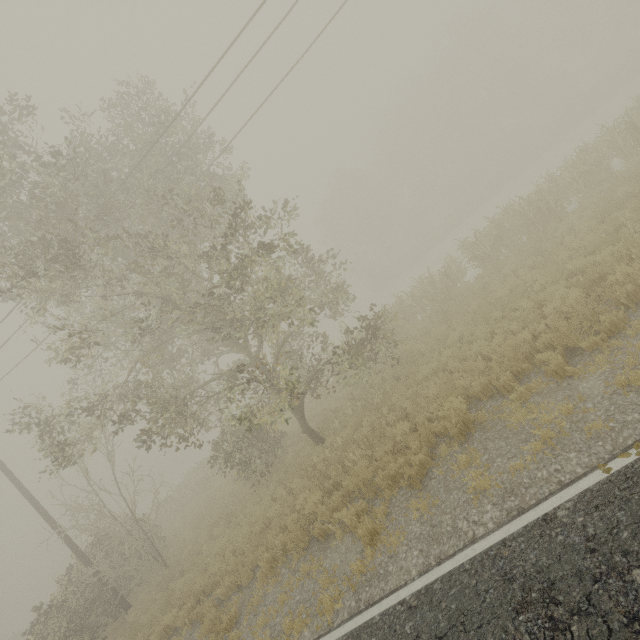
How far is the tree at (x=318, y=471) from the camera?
9.7 meters

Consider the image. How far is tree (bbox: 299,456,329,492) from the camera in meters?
9.7 m

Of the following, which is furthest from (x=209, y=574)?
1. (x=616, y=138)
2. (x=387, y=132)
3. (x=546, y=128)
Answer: (x=387, y=132)

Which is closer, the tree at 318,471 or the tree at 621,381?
the tree at 621,381

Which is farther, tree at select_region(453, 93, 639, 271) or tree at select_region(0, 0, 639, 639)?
tree at select_region(453, 93, 639, 271)

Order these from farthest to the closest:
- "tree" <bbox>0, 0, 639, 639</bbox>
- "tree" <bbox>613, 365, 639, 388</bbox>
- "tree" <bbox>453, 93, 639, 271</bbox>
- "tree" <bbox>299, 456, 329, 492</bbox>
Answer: "tree" <bbox>453, 93, 639, 271</bbox>
"tree" <bbox>299, 456, 329, 492</bbox>
"tree" <bbox>0, 0, 639, 639</bbox>
"tree" <bbox>613, 365, 639, 388</bbox>
